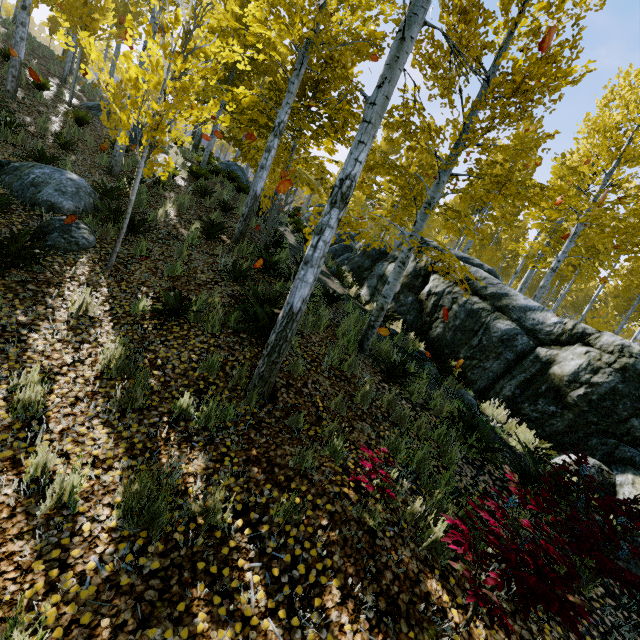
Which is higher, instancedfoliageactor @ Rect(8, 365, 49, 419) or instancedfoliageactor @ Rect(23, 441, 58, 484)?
instancedfoliageactor @ Rect(8, 365, 49, 419)

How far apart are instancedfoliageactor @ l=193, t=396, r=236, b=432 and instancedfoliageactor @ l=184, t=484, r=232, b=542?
0.9m

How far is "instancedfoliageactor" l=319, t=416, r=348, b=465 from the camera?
3.57m

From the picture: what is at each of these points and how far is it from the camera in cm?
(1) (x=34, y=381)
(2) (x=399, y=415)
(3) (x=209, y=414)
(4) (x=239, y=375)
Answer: (1) instancedfoliageactor, 321
(2) instancedfoliageactor, 477
(3) instancedfoliageactor, 359
(4) instancedfoliageactor, 419

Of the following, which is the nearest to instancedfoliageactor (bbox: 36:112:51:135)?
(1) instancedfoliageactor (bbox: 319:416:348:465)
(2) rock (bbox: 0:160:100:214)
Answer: (1) instancedfoliageactor (bbox: 319:416:348:465)

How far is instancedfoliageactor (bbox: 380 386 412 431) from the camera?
4.71m

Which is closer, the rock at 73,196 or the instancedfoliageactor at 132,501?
the instancedfoliageactor at 132,501

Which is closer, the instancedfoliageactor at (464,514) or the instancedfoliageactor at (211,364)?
the instancedfoliageactor at (464,514)
